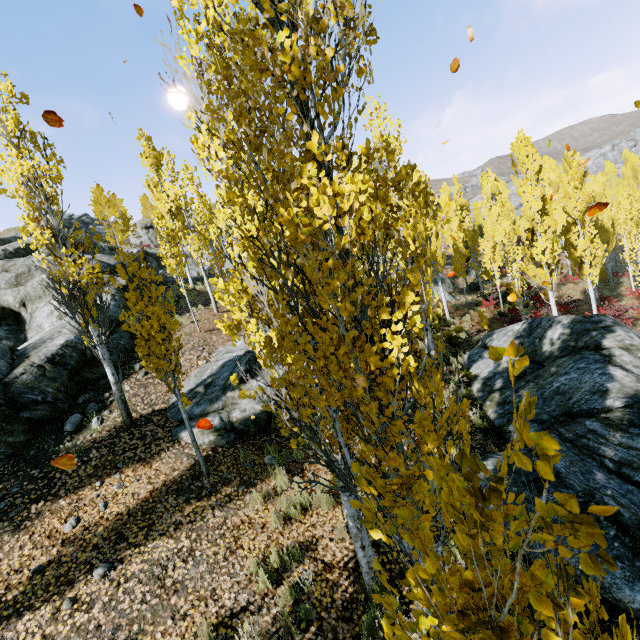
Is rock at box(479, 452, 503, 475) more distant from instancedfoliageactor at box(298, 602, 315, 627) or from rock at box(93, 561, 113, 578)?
rock at box(93, 561, 113, 578)

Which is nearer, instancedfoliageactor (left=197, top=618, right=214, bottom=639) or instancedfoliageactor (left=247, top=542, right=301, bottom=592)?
instancedfoliageactor (left=197, top=618, right=214, bottom=639)

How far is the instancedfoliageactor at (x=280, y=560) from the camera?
4.9 meters

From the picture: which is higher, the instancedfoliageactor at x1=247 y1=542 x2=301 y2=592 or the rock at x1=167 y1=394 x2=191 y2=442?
the rock at x1=167 y1=394 x2=191 y2=442

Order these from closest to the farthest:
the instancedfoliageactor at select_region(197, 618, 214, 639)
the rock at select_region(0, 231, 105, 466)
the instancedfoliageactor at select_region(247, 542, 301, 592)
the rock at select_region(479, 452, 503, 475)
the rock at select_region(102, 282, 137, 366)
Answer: the instancedfoliageactor at select_region(197, 618, 214, 639)
the instancedfoliageactor at select_region(247, 542, 301, 592)
the rock at select_region(479, 452, 503, 475)
the rock at select_region(0, 231, 105, 466)
the rock at select_region(102, 282, 137, 366)

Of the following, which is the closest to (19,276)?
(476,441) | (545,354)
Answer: (476,441)

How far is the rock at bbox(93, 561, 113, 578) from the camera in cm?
502

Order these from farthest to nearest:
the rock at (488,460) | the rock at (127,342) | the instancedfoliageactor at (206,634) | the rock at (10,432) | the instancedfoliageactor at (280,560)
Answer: the rock at (127,342) < the rock at (10,432) < the rock at (488,460) < the instancedfoliageactor at (280,560) < the instancedfoliageactor at (206,634)
